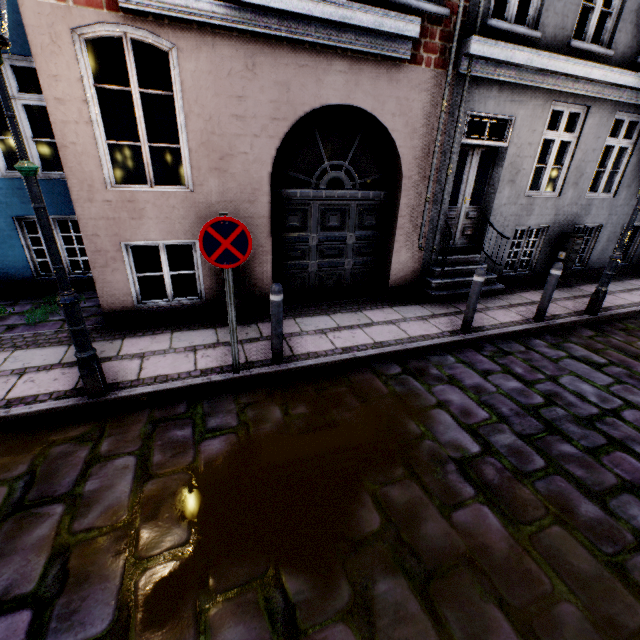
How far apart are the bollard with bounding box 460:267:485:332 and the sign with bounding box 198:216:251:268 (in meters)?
3.61

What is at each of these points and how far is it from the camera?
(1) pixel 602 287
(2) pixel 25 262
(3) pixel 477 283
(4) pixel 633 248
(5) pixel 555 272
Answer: (1) street light, 6.14m
(2) building, 6.12m
(3) bollard, 5.12m
(4) building, 9.43m
(5) bollard, 5.64m

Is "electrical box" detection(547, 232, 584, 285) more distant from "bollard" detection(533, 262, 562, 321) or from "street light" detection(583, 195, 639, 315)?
"bollard" detection(533, 262, 562, 321)

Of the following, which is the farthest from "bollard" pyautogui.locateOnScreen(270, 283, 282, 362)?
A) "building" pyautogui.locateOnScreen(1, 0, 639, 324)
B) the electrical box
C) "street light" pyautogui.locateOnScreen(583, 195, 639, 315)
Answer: the electrical box

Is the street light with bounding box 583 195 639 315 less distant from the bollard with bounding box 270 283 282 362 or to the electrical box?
the electrical box

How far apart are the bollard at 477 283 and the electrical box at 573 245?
4.3m

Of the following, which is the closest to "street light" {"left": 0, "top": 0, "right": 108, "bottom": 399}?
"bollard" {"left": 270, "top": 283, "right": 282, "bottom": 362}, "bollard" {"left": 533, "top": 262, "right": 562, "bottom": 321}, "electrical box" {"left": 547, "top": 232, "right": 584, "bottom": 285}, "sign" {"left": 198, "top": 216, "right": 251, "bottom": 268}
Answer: "sign" {"left": 198, "top": 216, "right": 251, "bottom": 268}

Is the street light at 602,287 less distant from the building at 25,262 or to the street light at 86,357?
Result: the building at 25,262
